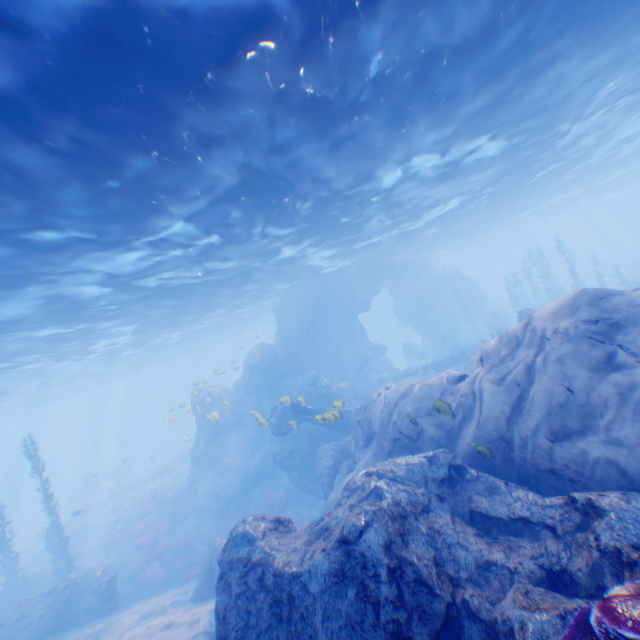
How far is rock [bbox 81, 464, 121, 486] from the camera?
38.5 meters

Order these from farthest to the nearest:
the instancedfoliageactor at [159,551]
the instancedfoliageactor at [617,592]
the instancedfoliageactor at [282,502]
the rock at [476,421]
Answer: the instancedfoliageactor at [282,502] → the instancedfoliageactor at [159,551] → the rock at [476,421] → the instancedfoliageactor at [617,592]

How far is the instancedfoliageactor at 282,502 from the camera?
19.34m

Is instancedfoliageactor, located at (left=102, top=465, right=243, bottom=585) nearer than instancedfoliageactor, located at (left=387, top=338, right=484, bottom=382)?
Yes

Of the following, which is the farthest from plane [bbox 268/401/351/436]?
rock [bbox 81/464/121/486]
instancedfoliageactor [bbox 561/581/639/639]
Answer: rock [bbox 81/464/121/486]

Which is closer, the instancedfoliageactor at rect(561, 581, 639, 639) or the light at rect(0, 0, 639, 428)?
the instancedfoliageactor at rect(561, 581, 639, 639)

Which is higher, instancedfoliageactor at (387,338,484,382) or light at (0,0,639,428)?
light at (0,0,639,428)

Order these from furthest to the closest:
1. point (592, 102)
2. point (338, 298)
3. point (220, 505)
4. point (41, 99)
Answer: point (338, 298) → point (220, 505) → point (592, 102) → point (41, 99)
